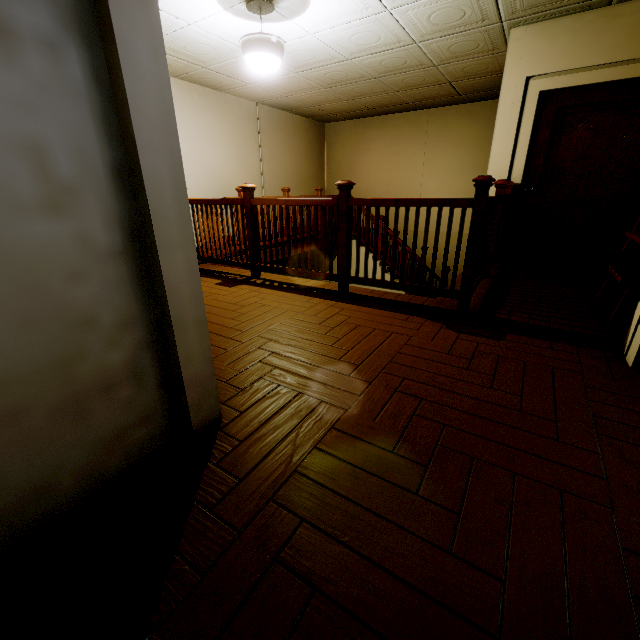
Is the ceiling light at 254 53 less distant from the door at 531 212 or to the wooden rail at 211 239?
the wooden rail at 211 239

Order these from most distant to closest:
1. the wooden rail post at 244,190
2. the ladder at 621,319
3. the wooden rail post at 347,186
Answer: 1. the wooden rail post at 244,190
2. the wooden rail post at 347,186
3. the ladder at 621,319

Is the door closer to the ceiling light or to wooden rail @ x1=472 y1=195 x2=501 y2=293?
wooden rail @ x1=472 y1=195 x2=501 y2=293

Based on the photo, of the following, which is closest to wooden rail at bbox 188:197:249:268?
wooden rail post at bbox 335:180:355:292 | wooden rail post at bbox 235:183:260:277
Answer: wooden rail post at bbox 235:183:260:277

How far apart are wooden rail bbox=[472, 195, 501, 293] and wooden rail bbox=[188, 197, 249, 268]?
1.40m

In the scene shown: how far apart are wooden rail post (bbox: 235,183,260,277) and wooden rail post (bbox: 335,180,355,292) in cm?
119

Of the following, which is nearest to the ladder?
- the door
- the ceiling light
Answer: the door

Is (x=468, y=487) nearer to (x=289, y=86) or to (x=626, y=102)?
(x=626, y=102)
